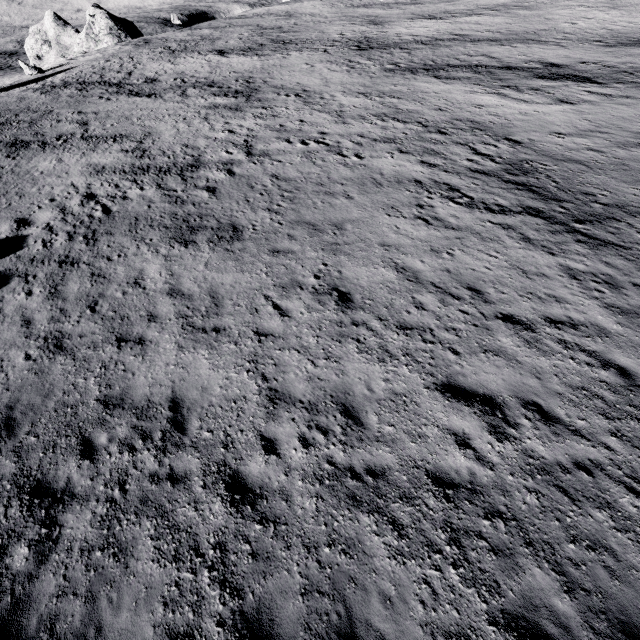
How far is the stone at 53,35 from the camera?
58.2 meters

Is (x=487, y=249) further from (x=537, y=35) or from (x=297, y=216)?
(x=537, y=35)

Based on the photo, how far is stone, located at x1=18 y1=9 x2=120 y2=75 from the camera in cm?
5825
